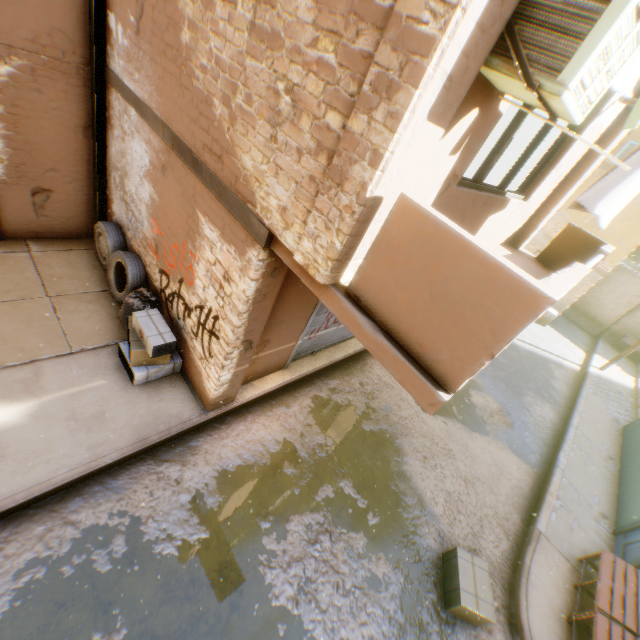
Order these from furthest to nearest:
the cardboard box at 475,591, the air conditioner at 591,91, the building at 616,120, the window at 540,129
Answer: the building at 616,120 → the cardboard box at 475,591 → the window at 540,129 → the air conditioner at 591,91

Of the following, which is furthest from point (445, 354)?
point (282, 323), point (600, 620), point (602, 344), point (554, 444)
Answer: point (602, 344)

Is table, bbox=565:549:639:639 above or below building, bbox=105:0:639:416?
below

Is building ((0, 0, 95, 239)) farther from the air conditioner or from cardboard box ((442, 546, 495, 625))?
cardboard box ((442, 546, 495, 625))

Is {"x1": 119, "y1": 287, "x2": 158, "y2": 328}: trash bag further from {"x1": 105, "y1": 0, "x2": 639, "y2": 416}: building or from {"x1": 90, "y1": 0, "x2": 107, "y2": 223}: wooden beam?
{"x1": 90, "y1": 0, "x2": 107, "y2": 223}: wooden beam

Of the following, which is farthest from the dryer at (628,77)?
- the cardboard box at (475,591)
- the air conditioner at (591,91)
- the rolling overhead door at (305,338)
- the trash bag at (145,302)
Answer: the trash bag at (145,302)

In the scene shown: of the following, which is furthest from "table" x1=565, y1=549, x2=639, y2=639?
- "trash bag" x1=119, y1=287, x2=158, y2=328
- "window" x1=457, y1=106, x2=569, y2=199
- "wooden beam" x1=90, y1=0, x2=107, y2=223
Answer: "trash bag" x1=119, y1=287, x2=158, y2=328

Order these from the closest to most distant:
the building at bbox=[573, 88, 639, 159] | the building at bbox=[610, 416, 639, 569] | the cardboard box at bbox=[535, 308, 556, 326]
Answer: the building at bbox=[573, 88, 639, 159] → the building at bbox=[610, 416, 639, 569] → the cardboard box at bbox=[535, 308, 556, 326]
